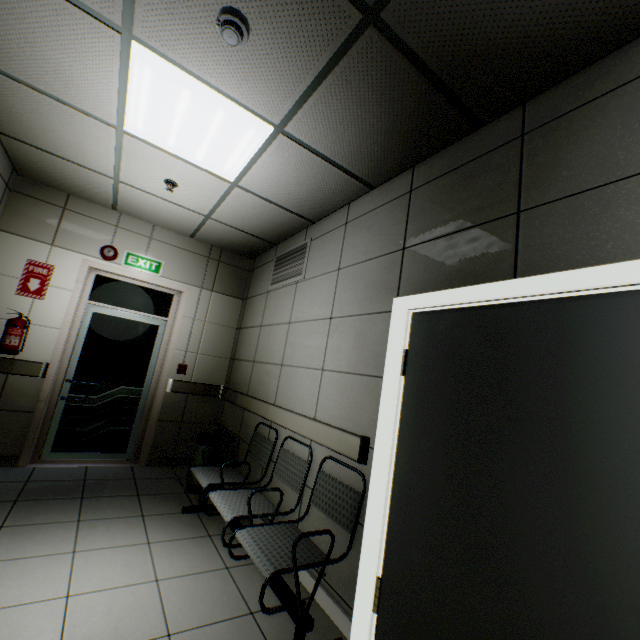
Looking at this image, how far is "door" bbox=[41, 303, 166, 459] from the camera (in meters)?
4.06

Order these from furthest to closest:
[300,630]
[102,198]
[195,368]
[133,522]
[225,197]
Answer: [195,368] < [102,198] < [225,197] < [133,522] < [300,630]

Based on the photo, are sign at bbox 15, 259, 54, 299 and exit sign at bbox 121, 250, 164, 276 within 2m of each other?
yes

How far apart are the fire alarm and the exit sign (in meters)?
3.44

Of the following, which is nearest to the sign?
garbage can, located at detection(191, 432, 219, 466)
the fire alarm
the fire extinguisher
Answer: the fire extinguisher

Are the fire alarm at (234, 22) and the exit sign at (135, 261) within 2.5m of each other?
no

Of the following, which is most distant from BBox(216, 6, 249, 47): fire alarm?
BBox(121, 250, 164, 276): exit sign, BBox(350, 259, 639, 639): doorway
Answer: BBox(121, 250, 164, 276): exit sign

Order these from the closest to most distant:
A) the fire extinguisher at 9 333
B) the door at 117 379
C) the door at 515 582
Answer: the door at 515 582 → the fire extinguisher at 9 333 → the door at 117 379
